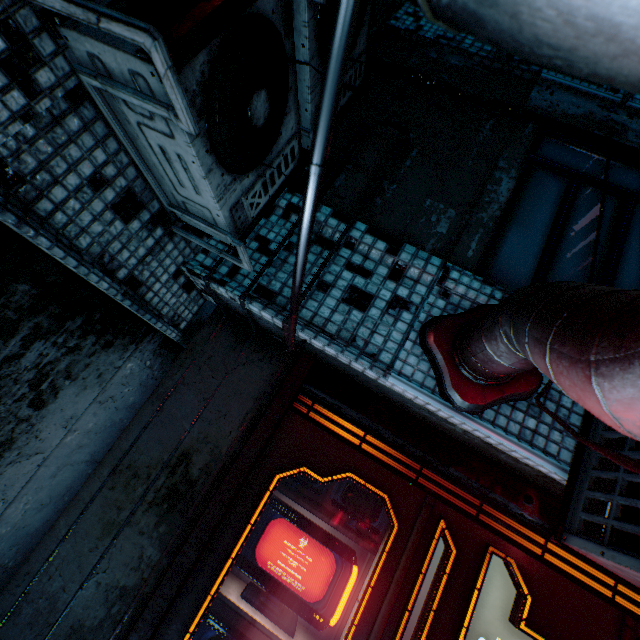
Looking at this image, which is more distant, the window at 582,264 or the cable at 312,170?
the window at 582,264

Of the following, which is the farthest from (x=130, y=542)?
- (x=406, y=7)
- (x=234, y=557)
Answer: (x=406, y=7)

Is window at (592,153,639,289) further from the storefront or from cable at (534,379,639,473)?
the storefront

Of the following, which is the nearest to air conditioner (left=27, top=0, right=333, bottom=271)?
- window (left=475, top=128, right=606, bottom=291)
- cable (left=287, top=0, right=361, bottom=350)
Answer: cable (left=287, top=0, right=361, bottom=350)

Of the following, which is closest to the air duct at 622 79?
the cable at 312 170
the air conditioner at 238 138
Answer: the cable at 312 170

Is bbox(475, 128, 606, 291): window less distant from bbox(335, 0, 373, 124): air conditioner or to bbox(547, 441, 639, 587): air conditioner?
bbox(547, 441, 639, 587): air conditioner

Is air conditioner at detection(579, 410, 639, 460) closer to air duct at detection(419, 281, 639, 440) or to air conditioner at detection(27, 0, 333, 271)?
air duct at detection(419, 281, 639, 440)

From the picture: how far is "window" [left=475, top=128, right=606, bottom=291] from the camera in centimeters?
220cm
